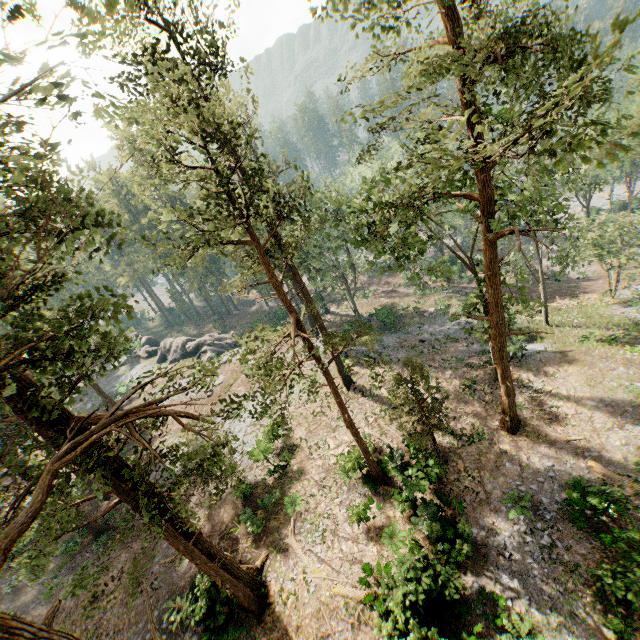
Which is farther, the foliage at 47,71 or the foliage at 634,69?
the foliage at 634,69

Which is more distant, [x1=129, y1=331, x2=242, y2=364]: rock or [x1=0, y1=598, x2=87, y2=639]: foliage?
[x1=129, y1=331, x2=242, y2=364]: rock

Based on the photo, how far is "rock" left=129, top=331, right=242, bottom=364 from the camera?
46.5 meters

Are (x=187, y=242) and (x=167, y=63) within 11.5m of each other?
yes

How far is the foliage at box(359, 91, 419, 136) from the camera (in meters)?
9.87

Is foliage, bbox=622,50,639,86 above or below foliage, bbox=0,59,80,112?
below

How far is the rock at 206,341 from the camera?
46.5m
